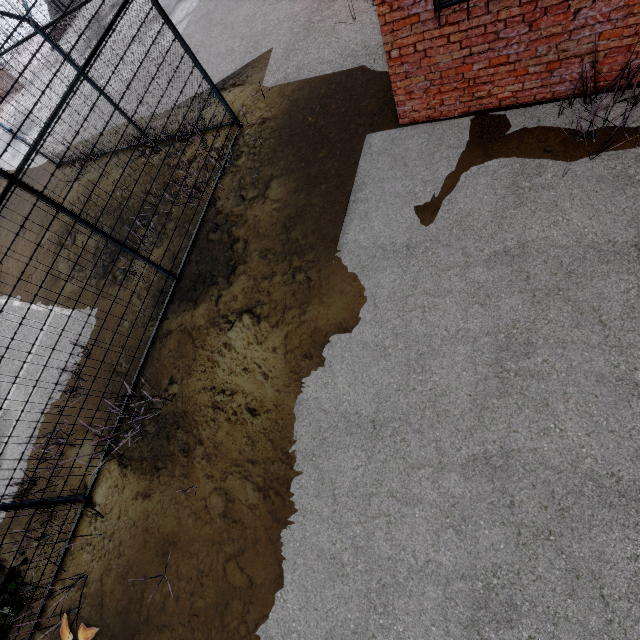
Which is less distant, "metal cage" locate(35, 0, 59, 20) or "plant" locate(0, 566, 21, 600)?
"plant" locate(0, 566, 21, 600)

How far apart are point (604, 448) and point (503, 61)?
4.9 meters

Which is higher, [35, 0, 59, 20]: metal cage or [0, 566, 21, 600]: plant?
[35, 0, 59, 20]: metal cage

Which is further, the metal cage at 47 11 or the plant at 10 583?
the metal cage at 47 11

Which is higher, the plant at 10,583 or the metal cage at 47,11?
the metal cage at 47,11
